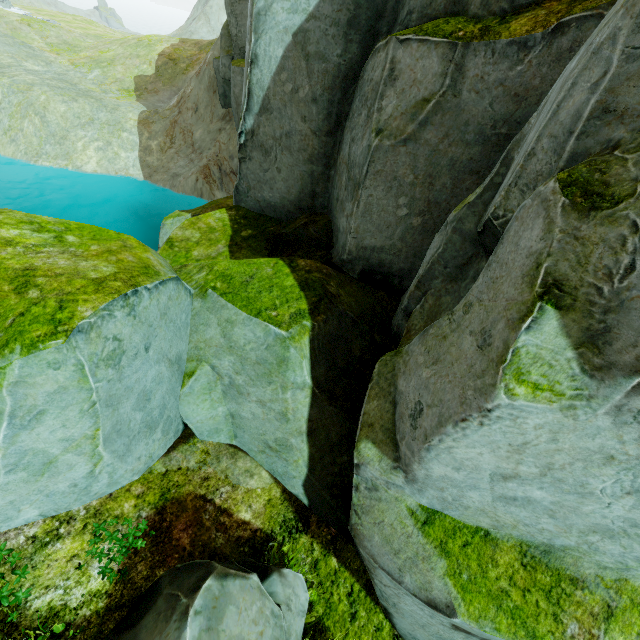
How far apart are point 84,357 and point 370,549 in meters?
3.2
